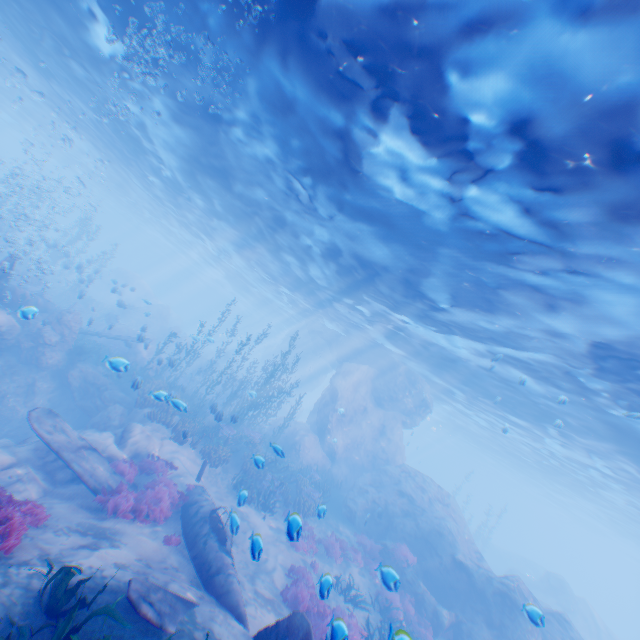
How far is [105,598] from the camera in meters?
5.3 m

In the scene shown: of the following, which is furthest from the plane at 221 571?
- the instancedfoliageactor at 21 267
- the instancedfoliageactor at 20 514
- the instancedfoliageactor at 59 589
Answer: → the instancedfoliageactor at 20 514

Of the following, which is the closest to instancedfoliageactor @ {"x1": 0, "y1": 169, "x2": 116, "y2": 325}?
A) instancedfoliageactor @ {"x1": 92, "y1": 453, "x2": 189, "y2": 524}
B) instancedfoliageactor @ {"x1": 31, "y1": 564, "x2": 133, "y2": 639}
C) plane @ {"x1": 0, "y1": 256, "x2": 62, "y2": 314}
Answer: plane @ {"x1": 0, "y1": 256, "x2": 62, "y2": 314}

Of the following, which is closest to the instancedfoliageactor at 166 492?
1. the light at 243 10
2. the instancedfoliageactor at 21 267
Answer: the instancedfoliageactor at 21 267

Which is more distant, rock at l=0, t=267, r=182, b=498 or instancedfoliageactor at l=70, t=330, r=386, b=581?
instancedfoliageactor at l=70, t=330, r=386, b=581

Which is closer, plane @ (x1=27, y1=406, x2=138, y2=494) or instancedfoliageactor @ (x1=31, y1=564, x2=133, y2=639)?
instancedfoliageactor @ (x1=31, y1=564, x2=133, y2=639)

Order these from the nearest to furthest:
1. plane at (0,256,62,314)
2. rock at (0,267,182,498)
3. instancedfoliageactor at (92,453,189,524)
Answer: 1. instancedfoliageactor at (92,453,189,524)
2. rock at (0,267,182,498)
3. plane at (0,256,62,314)

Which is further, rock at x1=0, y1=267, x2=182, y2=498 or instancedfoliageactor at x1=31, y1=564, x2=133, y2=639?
rock at x1=0, y1=267, x2=182, y2=498
